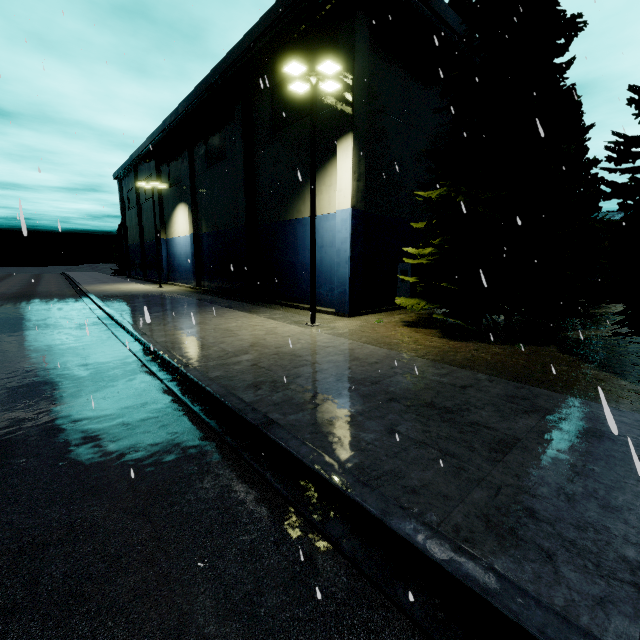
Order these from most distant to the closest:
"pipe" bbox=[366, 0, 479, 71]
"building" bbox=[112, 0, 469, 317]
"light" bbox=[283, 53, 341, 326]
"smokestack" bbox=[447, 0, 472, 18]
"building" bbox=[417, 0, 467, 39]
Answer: "smokestack" bbox=[447, 0, 472, 18] < "building" bbox=[417, 0, 467, 39] < "building" bbox=[112, 0, 469, 317] < "pipe" bbox=[366, 0, 479, 71] < "light" bbox=[283, 53, 341, 326]

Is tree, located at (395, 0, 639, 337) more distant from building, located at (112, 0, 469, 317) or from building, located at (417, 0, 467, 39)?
building, located at (112, 0, 469, 317)

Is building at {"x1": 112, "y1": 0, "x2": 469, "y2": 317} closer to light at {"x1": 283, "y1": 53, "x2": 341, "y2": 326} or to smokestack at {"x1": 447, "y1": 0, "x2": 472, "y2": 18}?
light at {"x1": 283, "y1": 53, "x2": 341, "y2": 326}

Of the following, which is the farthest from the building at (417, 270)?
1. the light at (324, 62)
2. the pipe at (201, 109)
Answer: the light at (324, 62)

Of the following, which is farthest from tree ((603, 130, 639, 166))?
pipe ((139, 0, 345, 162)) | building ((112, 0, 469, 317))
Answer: building ((112, 0, 469, 317))

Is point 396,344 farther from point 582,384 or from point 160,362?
point 160,362

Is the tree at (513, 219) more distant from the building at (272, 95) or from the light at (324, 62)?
the light at (324, 62)

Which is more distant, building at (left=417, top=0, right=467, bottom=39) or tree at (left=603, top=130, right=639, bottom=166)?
building at (left=417, top=0, right=467, bottom=39)
